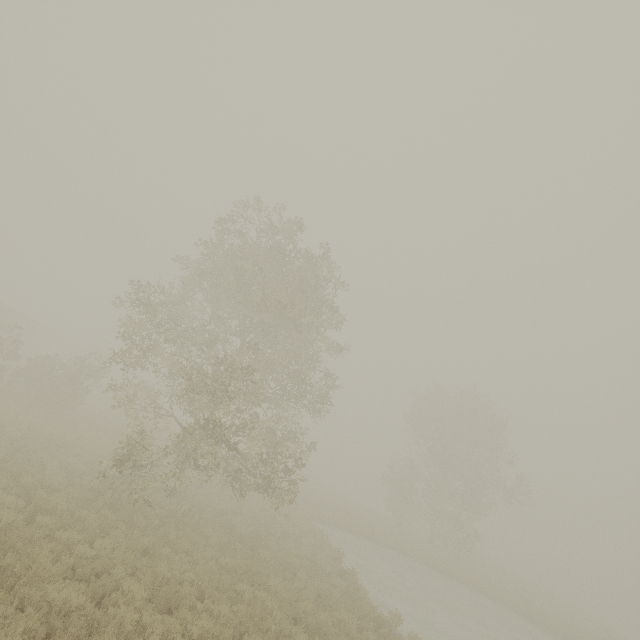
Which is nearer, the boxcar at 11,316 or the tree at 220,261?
the tree at 220,261

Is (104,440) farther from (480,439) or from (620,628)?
(620,628)

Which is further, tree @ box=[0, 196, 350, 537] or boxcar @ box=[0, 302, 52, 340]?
boxcar @ box=[0, 302, 52, 340]
